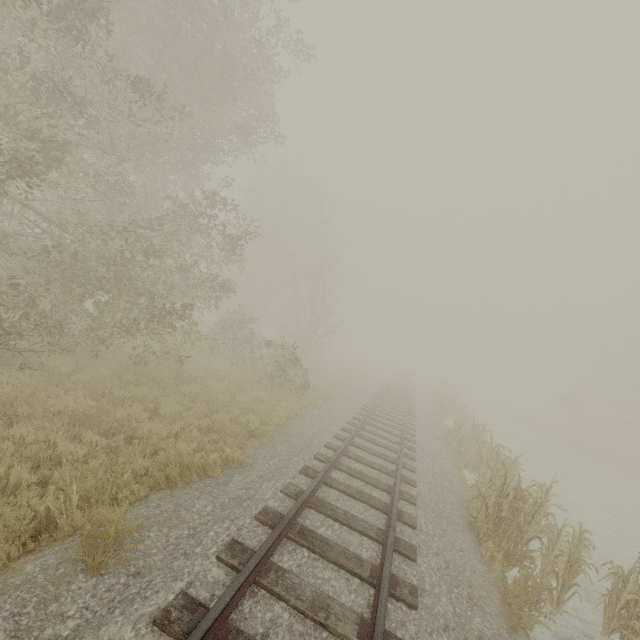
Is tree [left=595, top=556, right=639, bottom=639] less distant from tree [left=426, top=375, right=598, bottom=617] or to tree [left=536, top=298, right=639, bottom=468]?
tree [left=426, top=375, right=598, bottom=617]

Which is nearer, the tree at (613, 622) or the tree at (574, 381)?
the tree at (613, 622)

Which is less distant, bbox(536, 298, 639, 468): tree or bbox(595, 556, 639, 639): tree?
bbox(595, 556, 639, 639): tree

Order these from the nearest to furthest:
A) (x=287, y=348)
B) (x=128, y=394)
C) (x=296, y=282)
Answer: (x=128, y=394) < (x=287, y=348) < (x=296, y=282)

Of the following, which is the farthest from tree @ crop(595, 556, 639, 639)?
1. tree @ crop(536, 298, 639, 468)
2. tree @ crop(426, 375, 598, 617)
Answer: tree @ crop(536, 298, 639, 468)

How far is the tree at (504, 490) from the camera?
6.2m

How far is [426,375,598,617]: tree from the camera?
6.2 meters
